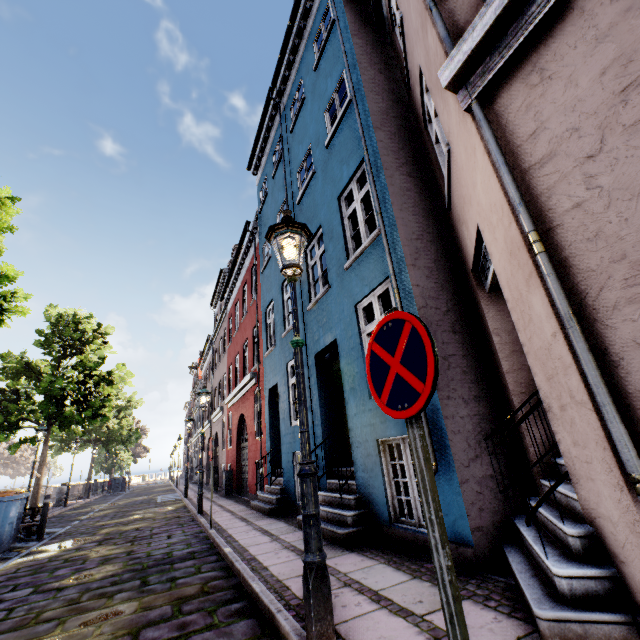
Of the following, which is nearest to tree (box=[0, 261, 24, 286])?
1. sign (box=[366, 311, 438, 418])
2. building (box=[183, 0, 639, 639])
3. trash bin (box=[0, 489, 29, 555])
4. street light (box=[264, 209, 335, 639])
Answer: trash bin (box=[0, 489, 29, 555])

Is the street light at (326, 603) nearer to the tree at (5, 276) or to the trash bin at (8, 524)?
the tree at (5, 276)

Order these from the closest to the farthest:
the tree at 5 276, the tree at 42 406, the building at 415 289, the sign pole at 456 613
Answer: the sign pole at 456 613, the building at 415 289, the tree at 5 276, the tree at 42 406

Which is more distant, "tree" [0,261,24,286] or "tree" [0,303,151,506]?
"tree" [0,303,151,506]

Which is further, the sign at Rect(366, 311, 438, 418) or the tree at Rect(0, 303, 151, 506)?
the tree at Rect(0, 303, 151, 506)

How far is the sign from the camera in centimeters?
144cm

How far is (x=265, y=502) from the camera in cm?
902

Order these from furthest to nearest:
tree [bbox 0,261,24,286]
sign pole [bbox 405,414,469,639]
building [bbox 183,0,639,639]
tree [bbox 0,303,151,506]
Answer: tree [bbox 0,303,151,506]
tree [bbox 0,261,24,286]
building [bbox 183,0,639,639]
sign pole [bbox 405,414,469,639]
